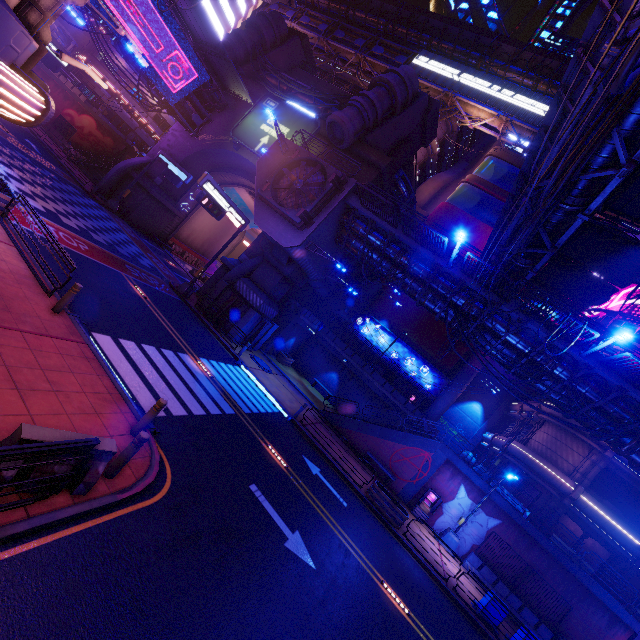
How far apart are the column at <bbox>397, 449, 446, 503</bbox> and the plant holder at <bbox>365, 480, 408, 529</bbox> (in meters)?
4.97

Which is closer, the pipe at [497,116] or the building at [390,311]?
the building at [390,311]

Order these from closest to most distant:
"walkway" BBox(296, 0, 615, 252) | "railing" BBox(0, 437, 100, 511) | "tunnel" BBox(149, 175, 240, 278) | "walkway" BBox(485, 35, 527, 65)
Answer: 1. "railing" BBox(0, 437, 100, 511)
2. "walkway" BBox(296, 0, 615, 252)
3. "tunnel" BBox(149, 175, 240, 278)
4. "walkway" BBox(485, 35, 527, 65)

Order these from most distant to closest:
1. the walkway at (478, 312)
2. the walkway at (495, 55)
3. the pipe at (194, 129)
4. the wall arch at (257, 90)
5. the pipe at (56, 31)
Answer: the walkway at (495, 55) → the pipe at (56, 31) → the wall arch at (257, 90) → the pipe at (194, 129) → the walkway at (478, 312)

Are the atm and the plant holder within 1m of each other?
no

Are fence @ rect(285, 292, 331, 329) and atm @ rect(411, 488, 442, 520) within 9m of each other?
no

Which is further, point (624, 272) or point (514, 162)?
point (514, 162)

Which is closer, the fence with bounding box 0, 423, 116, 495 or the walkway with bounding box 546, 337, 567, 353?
the fence with bounding box 0, 423, 116, 495
